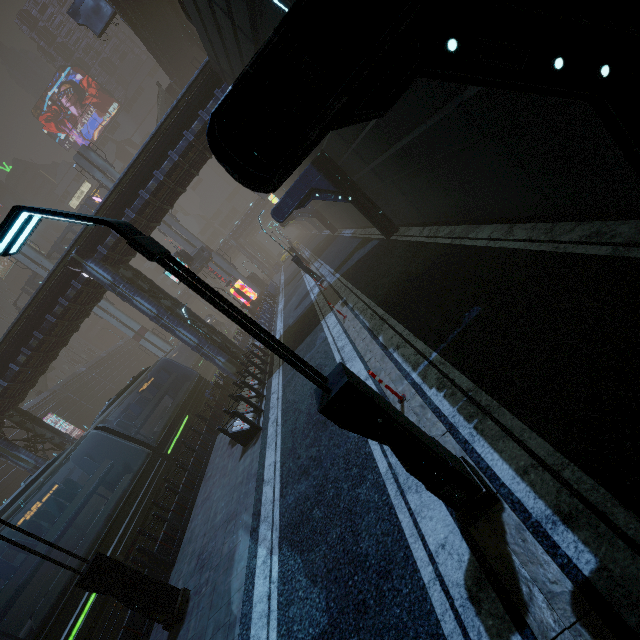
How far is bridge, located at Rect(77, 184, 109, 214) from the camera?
39.1 meters

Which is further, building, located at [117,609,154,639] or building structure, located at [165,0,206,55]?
building structure, located at [165,0,206,55]

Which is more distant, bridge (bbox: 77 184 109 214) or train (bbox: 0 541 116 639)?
bridge (bbox: 77 184 109 214)

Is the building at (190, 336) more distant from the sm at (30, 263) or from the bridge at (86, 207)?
the bridge at (86, 207)

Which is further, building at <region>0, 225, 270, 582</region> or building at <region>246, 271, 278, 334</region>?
building at <region>246, 271, 278, 334</region>

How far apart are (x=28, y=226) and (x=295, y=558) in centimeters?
642cm

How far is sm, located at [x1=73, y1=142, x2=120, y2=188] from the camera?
36.8 meters

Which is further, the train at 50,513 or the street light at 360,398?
the train at 50,513
